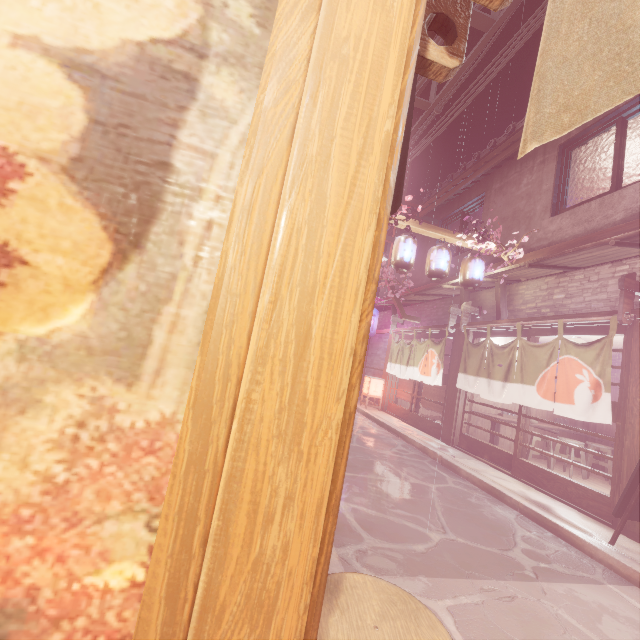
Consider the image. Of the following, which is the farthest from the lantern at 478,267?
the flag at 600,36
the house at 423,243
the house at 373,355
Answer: the flag at 600,36

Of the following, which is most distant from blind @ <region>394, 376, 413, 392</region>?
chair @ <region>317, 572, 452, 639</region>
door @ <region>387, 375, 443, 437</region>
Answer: chair @ <region>317, 572, 452, 639</region>

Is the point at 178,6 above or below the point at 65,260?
above

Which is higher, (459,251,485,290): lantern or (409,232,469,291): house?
(409,232,469,291): house

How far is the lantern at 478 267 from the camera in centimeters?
1206cm

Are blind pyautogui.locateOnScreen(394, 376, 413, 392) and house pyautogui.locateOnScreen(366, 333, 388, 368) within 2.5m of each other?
yes

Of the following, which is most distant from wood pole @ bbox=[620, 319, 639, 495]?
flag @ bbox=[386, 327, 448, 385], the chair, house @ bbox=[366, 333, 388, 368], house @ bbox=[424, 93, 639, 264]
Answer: house @ bbox=[366, 333, 388, 368]

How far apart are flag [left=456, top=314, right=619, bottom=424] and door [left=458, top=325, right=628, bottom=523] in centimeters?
27cm
